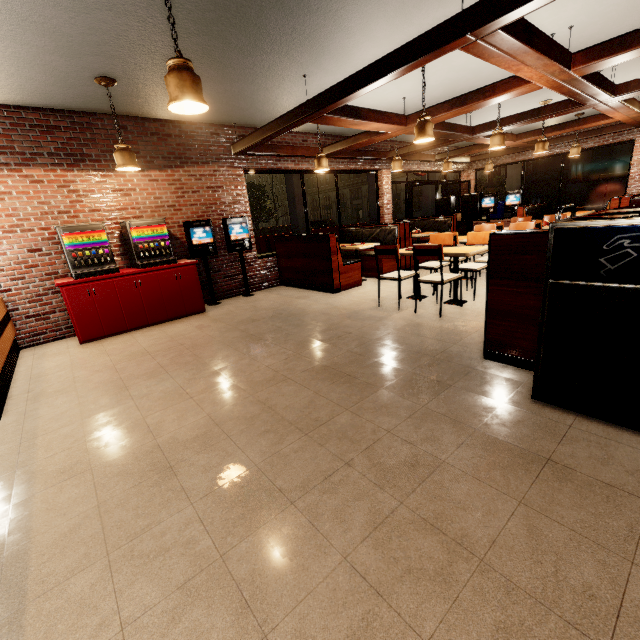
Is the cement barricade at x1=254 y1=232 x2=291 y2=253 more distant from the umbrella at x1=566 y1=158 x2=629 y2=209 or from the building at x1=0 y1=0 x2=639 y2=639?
the umbrella at x1=566 y1=158 x2=629 y2=209

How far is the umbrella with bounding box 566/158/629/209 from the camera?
10.0 meters

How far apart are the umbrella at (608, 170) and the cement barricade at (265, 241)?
12.33m

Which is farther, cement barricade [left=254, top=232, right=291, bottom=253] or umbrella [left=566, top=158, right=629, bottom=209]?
cement barricade [left=254, top=232, right=291, bottom=253]

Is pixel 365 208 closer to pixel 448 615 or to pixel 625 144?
pixel 625 144

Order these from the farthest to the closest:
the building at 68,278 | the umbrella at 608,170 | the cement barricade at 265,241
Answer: the cement barricade at 265,241 → the umbrella at 608,170 → the building at 68,278

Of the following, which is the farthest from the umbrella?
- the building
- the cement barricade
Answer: the cement barricade
